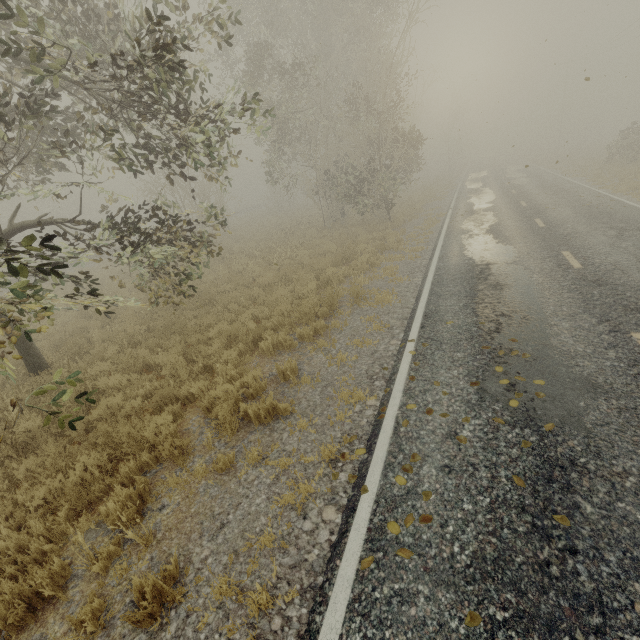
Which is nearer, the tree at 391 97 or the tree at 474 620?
the tree at 474 620

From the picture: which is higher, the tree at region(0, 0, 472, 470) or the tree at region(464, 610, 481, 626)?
the tree at region(0, 0, 472, 470)

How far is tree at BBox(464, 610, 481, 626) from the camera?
2.5 meters

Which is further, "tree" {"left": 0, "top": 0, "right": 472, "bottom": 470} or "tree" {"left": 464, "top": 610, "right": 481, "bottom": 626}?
"tree" {"left": 0, "top": 0, "right": 472, "bottom": 470}

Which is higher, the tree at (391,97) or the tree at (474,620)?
the tree at (391,97)

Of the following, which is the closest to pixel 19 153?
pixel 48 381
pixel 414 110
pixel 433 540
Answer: pixel 48 381
